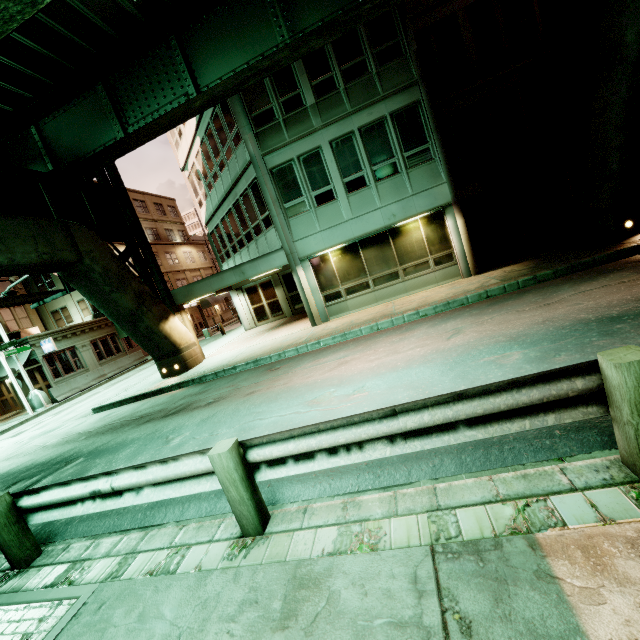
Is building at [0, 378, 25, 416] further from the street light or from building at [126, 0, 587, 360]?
building at [126, 0, 587, 360]

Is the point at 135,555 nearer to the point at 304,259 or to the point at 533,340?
the point at 533,340

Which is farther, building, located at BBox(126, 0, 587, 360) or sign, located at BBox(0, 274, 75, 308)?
building, located at BBox(126, 0, 587, 360)

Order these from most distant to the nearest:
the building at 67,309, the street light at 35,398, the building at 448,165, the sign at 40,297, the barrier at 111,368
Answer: the building at 67,309
the barrier at 111,368
the street light at 35,398
the building at 448,165
the sign at 40,297

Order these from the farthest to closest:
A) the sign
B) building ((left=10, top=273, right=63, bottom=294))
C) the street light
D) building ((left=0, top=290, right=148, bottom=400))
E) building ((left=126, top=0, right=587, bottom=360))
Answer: building ((left=10, top=273, right=63, bottom=294))
building ((left=0, top=290, right=148, bottom=400))
the street light
building ((left=126, top=0, right=587, bottom=360))
the sign

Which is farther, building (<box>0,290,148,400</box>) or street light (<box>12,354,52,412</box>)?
building (<box>0,290,148,400</box>)

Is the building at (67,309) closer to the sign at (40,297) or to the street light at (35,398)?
the street light at (35,398)
